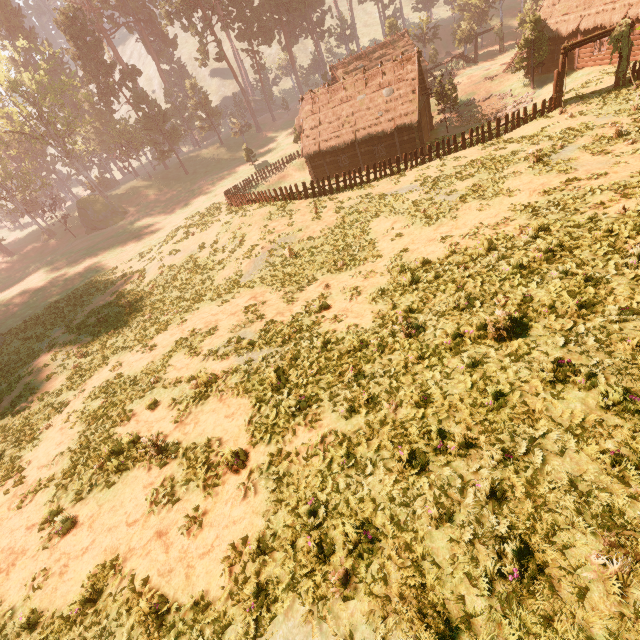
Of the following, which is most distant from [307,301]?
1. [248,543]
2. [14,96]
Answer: [14,96]

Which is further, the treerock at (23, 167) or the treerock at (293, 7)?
the treerock at (293, 7)

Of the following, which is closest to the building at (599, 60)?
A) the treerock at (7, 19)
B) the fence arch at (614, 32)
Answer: the treerock at (7, 19)

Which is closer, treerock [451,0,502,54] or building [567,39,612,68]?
building [567,39,612,68]

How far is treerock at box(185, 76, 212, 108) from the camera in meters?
57.7 m

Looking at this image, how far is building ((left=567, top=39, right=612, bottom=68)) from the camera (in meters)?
28.95

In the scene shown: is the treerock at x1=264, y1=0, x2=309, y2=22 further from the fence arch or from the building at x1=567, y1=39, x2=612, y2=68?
the fence arch
